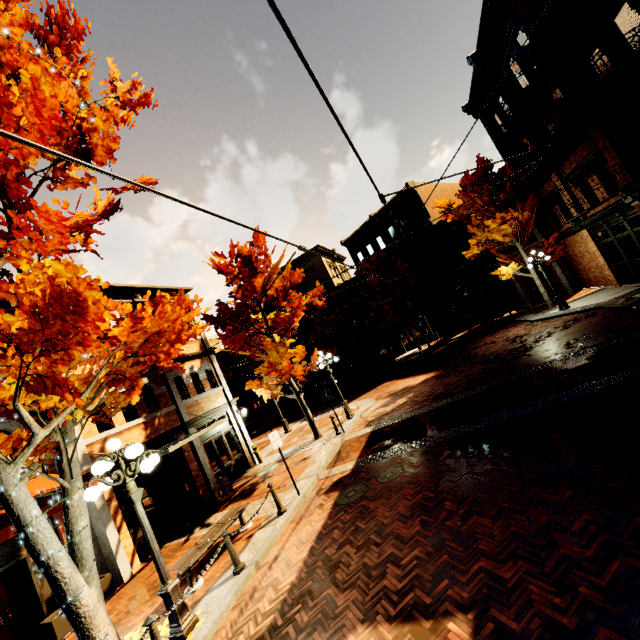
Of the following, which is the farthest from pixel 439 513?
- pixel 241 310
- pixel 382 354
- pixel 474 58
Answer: pixel 382 354

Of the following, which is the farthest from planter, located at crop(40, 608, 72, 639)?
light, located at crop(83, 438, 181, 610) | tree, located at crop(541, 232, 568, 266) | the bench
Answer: tree, located at crop(541, 232, 568, 266)

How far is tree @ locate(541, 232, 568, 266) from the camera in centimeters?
1950cm

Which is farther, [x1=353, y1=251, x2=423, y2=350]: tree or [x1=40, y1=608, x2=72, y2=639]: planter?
[x1=353, y1=251, x2=423, y2=350]: tree

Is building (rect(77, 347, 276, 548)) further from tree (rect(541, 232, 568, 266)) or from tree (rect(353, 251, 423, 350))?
tree (rect(353, 251, 423, 350))

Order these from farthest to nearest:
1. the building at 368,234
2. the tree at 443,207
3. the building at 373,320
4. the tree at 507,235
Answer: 1. the building at 373,320
2. the building at 368,234
3. the tree at 443,207
4. the tree at 507,235

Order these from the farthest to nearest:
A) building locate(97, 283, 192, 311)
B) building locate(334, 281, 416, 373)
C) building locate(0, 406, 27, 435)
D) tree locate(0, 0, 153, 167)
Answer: building locate(334, 281, 416, 373) → building locate(97, 283, 192, 311) → building locate(0, 406, 27, 435) → tree locate(0, 0, 153, 167)

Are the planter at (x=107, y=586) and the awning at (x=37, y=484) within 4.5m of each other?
yes
